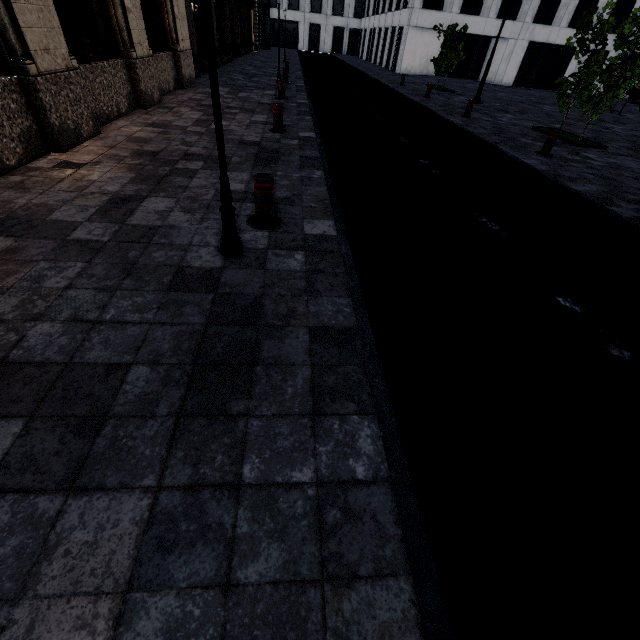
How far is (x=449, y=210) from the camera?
5.0 meters

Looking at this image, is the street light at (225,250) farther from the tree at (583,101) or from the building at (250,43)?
the tree at (583,101)

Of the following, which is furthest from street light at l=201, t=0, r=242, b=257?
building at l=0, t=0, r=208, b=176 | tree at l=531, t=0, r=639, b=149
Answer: tree at l=531, t=0, r=639, b=149

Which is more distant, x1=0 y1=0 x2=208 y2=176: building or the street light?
x1=0 y1=0 x2=208 y2=176: building

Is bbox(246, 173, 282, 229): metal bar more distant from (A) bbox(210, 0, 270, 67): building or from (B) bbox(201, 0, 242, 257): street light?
(A) bbox(210, 0, 270, 67): building

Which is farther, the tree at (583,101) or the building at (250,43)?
the building at (250,43)

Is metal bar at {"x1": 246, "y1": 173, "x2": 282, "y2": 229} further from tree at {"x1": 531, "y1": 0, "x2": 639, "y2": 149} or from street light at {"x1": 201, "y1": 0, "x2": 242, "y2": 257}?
tree at {"x1": 531, "y1": 0, "x2": 639, "y2": 149}
